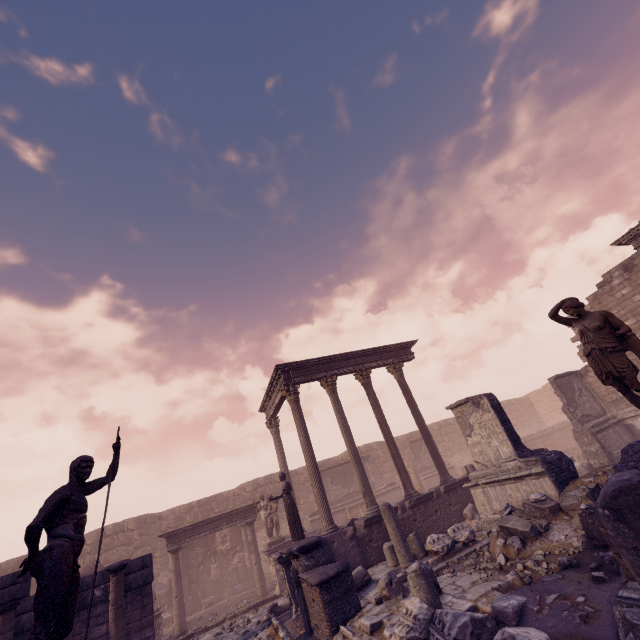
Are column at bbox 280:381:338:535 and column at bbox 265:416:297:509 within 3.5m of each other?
no

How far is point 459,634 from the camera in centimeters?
419cm

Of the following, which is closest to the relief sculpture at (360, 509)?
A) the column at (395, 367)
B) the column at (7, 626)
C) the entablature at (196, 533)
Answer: the entablature at (196, 533)

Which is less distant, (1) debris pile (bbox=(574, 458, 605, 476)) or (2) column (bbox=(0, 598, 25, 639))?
(2) column (bbox=(0, 598, 25, 639))

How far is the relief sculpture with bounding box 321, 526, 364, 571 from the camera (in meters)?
10.45

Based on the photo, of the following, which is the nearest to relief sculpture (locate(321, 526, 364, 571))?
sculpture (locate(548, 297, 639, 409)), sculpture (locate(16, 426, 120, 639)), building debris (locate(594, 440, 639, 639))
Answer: building debris (locate(594, 440, 639, 639))

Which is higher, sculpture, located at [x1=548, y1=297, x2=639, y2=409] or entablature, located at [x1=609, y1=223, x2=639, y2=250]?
entablature, located at [x1=609, y1=223, x2=639, y2=250]

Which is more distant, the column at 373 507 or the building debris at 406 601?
the column at 373 507
